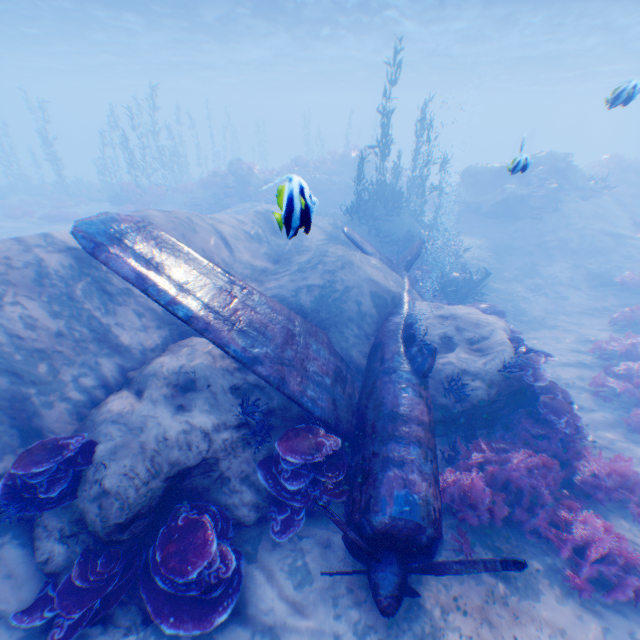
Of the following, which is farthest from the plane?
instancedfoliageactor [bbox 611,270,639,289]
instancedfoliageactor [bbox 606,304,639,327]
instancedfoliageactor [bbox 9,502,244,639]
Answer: instancedfoliageactor [bbox 611,270,639,289]

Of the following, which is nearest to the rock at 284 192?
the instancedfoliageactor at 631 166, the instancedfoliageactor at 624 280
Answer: the instancedfoliageactor at 624 280

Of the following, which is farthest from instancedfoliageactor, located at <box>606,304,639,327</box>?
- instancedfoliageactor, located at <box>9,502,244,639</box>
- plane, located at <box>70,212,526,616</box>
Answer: instancedfoliageactor, located at <box>9,502,244,639</box>

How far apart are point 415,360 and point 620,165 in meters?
30.5

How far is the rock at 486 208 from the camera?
19.3 meters

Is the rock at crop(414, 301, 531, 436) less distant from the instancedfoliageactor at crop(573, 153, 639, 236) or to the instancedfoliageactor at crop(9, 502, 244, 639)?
the instancedfoliageactor at crop(9, 502, 244, 639)

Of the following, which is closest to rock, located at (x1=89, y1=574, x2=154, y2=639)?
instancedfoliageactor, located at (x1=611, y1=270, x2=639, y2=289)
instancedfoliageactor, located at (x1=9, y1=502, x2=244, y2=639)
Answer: instancedfoliageactor, located at (x1=9, y1=502, x2=244, y2=639)

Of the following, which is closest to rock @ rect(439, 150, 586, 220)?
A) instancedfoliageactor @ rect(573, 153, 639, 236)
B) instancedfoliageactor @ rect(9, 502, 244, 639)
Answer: instancedfoliageactor @ rect(9, 502, 244, 639)
